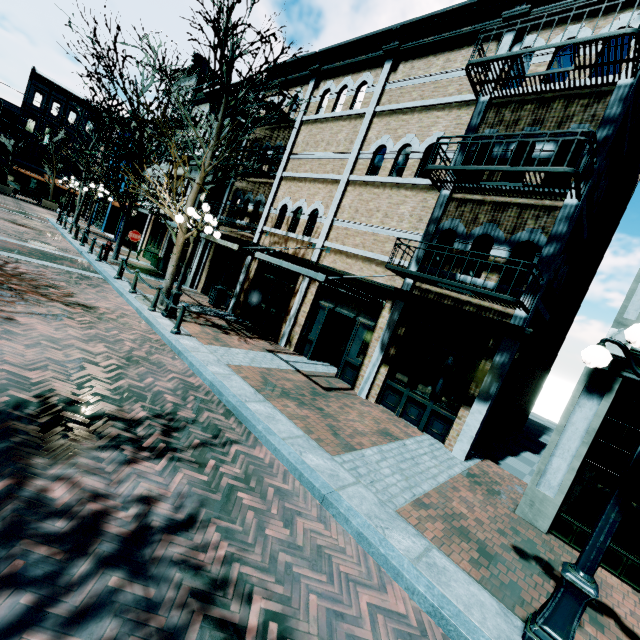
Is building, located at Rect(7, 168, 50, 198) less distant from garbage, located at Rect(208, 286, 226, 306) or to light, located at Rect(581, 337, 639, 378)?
garbage, located at Rect(208, 286, 226, 306)

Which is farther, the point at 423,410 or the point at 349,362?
the point at 349,362

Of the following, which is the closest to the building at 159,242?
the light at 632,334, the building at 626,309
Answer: the building at 626,309

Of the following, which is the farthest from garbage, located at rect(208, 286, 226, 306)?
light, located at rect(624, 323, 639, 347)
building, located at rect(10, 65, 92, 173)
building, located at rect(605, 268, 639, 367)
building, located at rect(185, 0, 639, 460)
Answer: building, located at rect(10, 65, 92, 173)

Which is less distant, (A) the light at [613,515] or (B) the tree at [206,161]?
(A) the light at [613,515]

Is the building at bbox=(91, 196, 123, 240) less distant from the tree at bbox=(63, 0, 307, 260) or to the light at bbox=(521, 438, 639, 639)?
the tree at bbox=(63, 0, 307, 260)

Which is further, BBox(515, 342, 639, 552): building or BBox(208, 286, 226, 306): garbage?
BBox(208, 286, 226, 306): garbage

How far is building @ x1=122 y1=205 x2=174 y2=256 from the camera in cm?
2066
